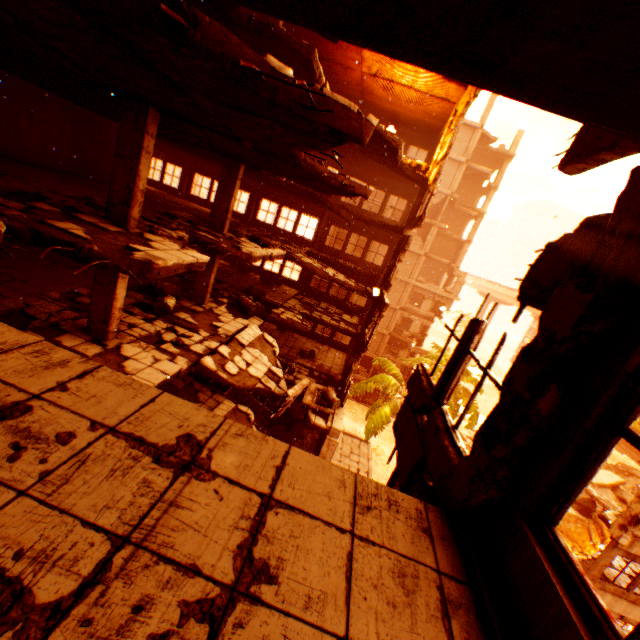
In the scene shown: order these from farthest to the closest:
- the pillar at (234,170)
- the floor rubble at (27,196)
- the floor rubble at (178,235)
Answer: the pillar at (234,170) → the floor rubble at (178,235) → the floor rubble at (27,196)

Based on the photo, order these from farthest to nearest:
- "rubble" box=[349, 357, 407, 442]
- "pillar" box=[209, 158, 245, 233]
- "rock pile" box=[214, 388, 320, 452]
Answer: "rubble" box=[349, 357, 407, 442], "rock pile" box=[214, 388, 320, 452], "pillar" box=[209, 158, 245, 233]

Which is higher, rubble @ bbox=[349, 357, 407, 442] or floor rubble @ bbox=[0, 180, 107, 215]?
floor rubble @ bbox=[0, 180, 107, 215]

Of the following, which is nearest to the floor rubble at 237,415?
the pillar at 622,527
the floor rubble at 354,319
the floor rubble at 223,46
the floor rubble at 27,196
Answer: the floor rubble at 223,46

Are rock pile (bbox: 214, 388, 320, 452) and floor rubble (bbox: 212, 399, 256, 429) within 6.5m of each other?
yes

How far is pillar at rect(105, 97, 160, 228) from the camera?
6.9m

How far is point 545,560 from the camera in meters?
1.7

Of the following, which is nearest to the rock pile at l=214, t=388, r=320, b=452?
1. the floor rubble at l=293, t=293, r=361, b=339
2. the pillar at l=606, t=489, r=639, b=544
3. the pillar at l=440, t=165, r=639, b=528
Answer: the pillar at l=440, t=165, r=639, b=528
